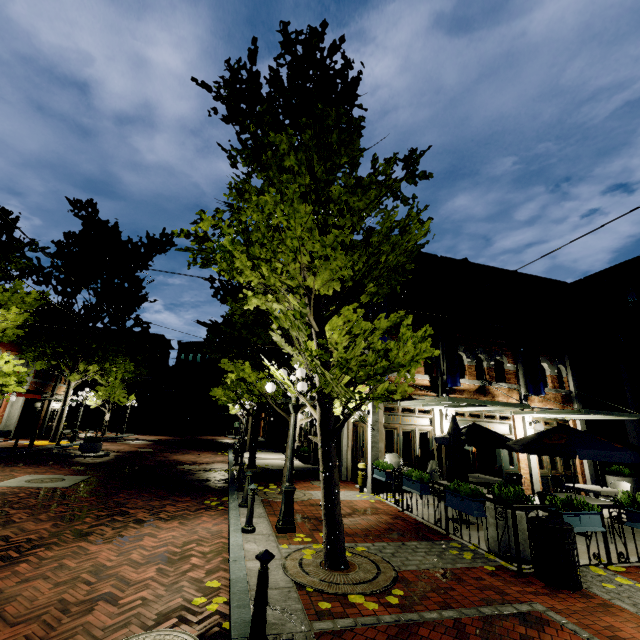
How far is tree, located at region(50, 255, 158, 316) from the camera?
21.7m

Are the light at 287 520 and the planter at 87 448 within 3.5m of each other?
no

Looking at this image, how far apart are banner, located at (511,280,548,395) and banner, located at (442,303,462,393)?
3.92m

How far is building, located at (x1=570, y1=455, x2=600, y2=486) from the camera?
13.6m

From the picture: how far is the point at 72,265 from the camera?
21.3 meters

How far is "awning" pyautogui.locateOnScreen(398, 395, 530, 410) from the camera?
9.6 meters

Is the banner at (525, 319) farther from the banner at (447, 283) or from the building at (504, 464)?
the banner at (447, 283)

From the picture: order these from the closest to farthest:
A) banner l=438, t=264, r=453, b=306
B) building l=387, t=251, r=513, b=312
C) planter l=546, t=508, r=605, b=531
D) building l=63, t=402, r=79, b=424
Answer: planter l=546, t=508, r=605, b=531 < banner l=438, t=264, r=453, b=306 < building l=387, t=251, r=513, b=312 < building l=63, t=402, r=79, b=424
